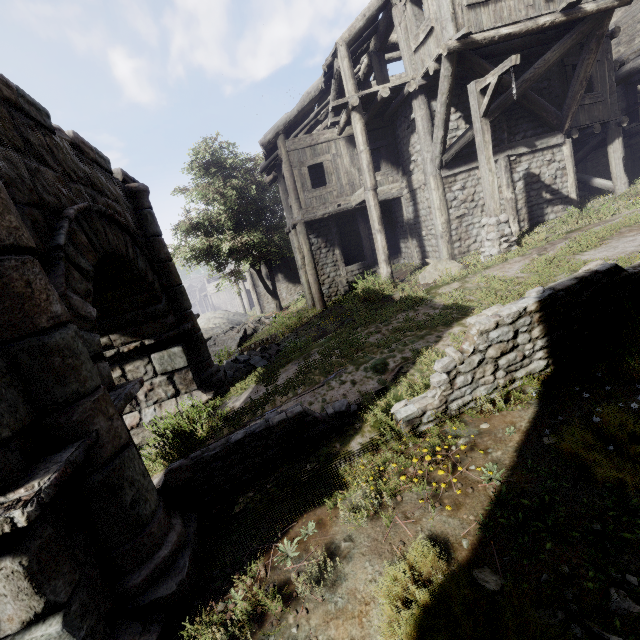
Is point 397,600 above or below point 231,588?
above

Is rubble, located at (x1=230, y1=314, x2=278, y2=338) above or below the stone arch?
below

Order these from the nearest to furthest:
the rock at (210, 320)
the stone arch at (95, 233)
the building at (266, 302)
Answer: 1. the stone arch at (95, 233)
2. the rock at (210, 320)
3. the building at (266, 302)

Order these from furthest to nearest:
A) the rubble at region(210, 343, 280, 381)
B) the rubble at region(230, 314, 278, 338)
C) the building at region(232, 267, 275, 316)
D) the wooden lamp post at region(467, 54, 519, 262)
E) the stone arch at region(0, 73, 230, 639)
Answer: the building at region(232, 267, 275, 316) < the rubble at region(230, 314, 278, 338) < the rubble at region(210, 343, 280, 381) < the wooden lamp post at region(467, 54, 519, 262) < the stone arch at region(0, 73, 230, 639)

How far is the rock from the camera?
25.93m

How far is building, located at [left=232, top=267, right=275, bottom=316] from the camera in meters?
31.7 m

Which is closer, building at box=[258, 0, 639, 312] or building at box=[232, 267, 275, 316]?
building at box=[258, 0, 639, 312]

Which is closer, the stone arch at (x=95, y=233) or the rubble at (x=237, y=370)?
the stone arch at (x=95, y=233)
